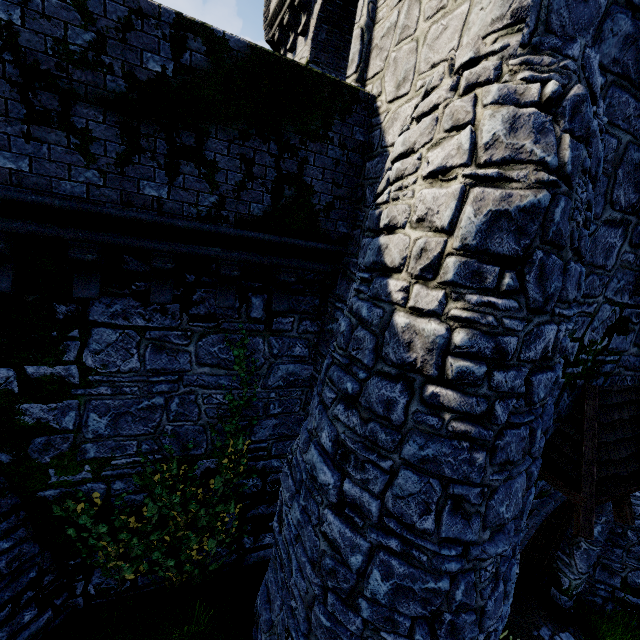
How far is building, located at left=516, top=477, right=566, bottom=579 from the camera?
5.93m

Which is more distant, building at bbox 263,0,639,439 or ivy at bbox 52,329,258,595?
ivy at bbox 52,329,258,595

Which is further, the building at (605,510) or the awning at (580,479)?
the building at (605,510)

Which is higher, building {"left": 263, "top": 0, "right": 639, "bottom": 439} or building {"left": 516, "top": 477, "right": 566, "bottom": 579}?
building {"left": 263, "top": 0, "right": 639, "bottom": 439}

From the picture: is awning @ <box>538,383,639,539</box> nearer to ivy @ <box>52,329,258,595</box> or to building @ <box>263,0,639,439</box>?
building @ <box>263,0,639,439</box>

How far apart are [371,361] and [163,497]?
5.2 meters

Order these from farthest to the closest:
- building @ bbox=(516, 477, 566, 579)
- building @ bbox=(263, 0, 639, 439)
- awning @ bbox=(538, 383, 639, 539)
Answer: building @ bbox=(516, 477, 566, 579) < awning @ bbox=(538, 383, 639, 539) < building @ bbox=(263, 0, 639, 439)

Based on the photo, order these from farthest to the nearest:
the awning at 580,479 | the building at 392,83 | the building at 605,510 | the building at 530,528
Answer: the building at 605,510
the building at 530,528
the awning at 580,479
the building at 392,83
